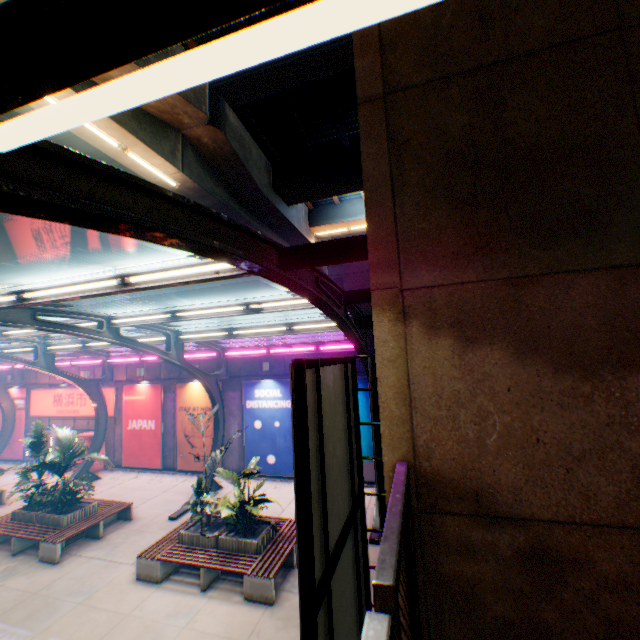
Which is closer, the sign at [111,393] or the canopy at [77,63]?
the canopy at [77,63]

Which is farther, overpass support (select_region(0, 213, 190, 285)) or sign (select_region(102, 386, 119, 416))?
overpass support (select_region(0, 213, 190, 285))

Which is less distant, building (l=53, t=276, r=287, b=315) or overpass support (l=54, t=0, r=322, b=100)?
overpass support (l=54, t=0, r=322, b=100)

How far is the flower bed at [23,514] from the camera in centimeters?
1035cm

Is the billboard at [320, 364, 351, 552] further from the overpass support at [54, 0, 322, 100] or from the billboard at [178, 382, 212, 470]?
the billboard at [178, 382, 212, 470]

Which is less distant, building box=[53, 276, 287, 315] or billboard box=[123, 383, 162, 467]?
billboard box=[123, 383, 162, 467]

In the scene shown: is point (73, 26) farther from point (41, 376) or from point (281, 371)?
point (41, 376)

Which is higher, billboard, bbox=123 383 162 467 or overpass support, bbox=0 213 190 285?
overpass support, bbox=0 213 190 285
